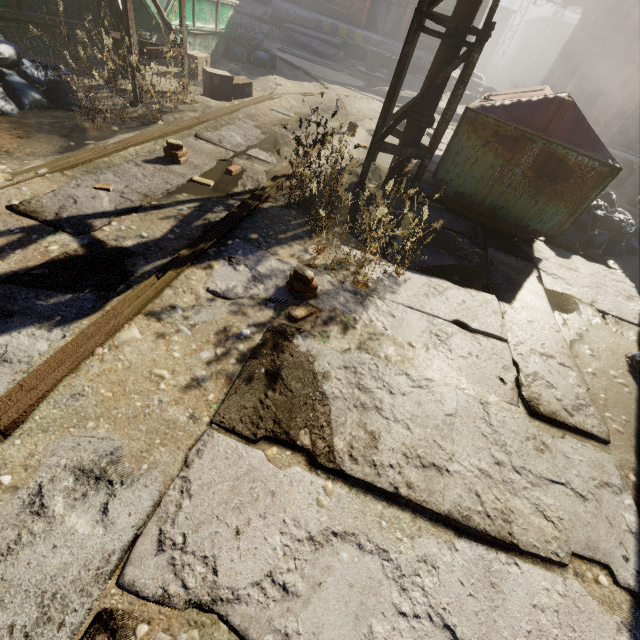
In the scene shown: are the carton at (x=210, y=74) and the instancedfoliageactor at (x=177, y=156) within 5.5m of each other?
yes

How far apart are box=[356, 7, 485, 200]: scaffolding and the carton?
3.4 meters

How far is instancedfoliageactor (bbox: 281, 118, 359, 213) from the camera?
3.0 meters

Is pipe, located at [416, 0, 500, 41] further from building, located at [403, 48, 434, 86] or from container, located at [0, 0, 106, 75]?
building, located at [403, 48, 434, 86]

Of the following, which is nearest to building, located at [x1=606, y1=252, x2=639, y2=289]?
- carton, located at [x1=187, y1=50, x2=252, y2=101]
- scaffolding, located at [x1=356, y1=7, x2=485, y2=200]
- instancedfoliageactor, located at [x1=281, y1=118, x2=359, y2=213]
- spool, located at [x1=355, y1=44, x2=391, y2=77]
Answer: scaffolding, located at [x1=356, y1=7, x2=485, y2=200]

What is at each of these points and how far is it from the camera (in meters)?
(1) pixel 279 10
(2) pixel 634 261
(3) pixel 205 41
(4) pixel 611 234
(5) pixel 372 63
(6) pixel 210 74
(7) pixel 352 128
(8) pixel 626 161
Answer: (1) building, 16.45
(2) building, 5.78
(3) container, 8.30
(4) trash bag, 5.88
(5) spool, 15.59
(6) carton, 6.36
(7) instancedfoliageactor, 6.93
(8) spool, 9.78

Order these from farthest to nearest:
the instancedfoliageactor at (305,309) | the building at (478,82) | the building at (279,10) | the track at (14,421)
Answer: the building at (478,82) → the building at (279,10) → the instancedfoliageactor at (305,309) → the track at (14,421)

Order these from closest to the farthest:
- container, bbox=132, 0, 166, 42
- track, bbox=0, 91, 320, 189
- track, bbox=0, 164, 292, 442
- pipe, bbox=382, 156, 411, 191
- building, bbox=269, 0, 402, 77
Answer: track, bbox=0, 164, 292, 442 < track, bbox=0, 91, 320, 189 < pipe, bbox=382, 156, 411, 191 < container, bbox=132, 0, 166, 42 < building, bbox=269, 0, 402, 77
